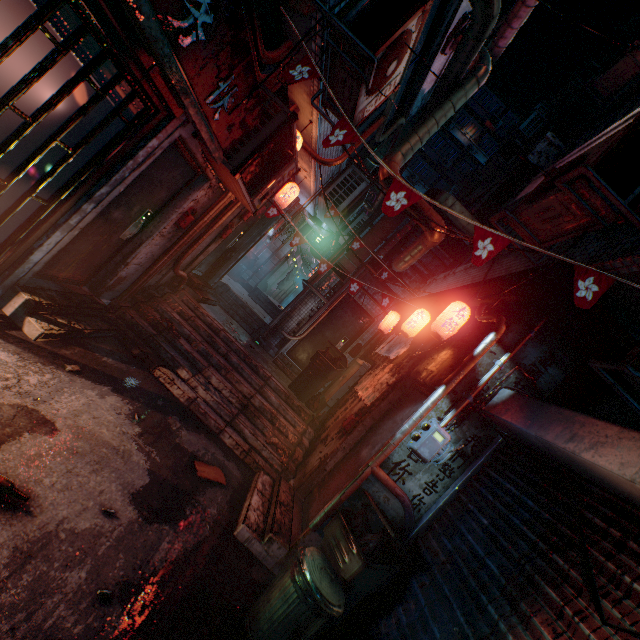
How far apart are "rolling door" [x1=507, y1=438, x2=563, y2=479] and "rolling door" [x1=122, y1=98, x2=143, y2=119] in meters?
4.1 m

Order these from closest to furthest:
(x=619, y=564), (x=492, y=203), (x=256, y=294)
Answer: (x=619, y=564) < (x=492, y=203) < (x=256, y=294)

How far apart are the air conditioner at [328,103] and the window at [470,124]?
31.7 meters

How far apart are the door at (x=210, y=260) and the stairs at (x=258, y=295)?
4.5 meters

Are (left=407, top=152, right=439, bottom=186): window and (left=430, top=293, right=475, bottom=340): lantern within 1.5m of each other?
no

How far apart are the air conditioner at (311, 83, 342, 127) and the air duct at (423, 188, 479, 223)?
3.7 meters

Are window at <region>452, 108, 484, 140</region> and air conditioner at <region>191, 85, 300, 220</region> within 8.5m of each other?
no

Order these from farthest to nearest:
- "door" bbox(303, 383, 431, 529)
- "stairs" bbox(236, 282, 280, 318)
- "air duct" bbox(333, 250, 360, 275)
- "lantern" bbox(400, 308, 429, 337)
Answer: "stairs" bbox(236, 282, 280, 318) < "air duct" bbox(333, 250, 360, 275) < "lantern" bbox(400, 308, 429, 337) < "door" bbox(303, 383, 431, 529)
